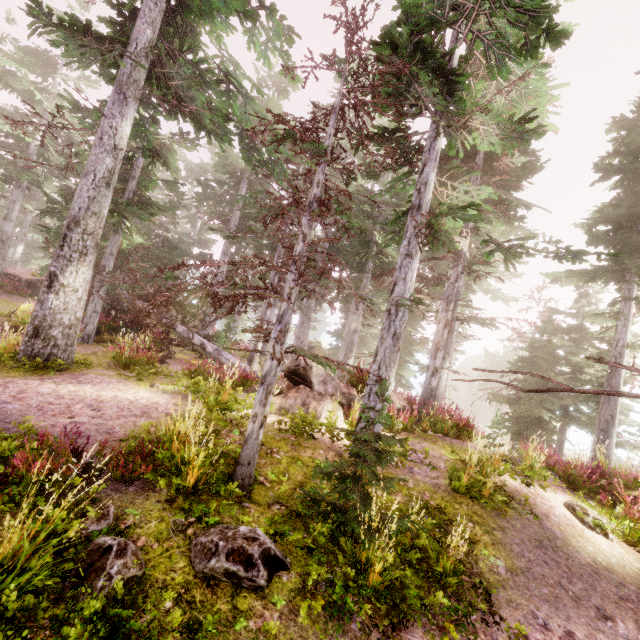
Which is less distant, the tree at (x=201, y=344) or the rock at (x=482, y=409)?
the tree at (x=201, y=344)

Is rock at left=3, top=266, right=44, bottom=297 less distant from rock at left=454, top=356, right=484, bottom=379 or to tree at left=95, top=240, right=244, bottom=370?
tree at left=95, top=240, right=244, bottom=370

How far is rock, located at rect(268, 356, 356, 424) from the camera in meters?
8.4 m

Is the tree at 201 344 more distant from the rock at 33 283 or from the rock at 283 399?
the rock at 33 283

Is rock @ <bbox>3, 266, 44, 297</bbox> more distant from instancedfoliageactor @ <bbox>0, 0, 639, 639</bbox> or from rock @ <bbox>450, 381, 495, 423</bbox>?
rock @ <bbox>450, 381, 495, 423</bbox>

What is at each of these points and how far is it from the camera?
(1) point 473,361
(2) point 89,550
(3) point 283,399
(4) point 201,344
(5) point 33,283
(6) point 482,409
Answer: (1) rock, 59.9m
(2) instancedfoliageactor, 3.3m
(3) rock, 8.6m
(4) tree, 13.5m
(5) rock, 25.2m
(6) rock, 55.4m

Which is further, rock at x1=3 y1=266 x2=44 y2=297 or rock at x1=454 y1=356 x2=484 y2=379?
rock at x1=454 y1=356 x2=484 y2=379

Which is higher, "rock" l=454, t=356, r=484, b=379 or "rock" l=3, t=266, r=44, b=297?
"rock" l=454, t=356, r=484, b=379
